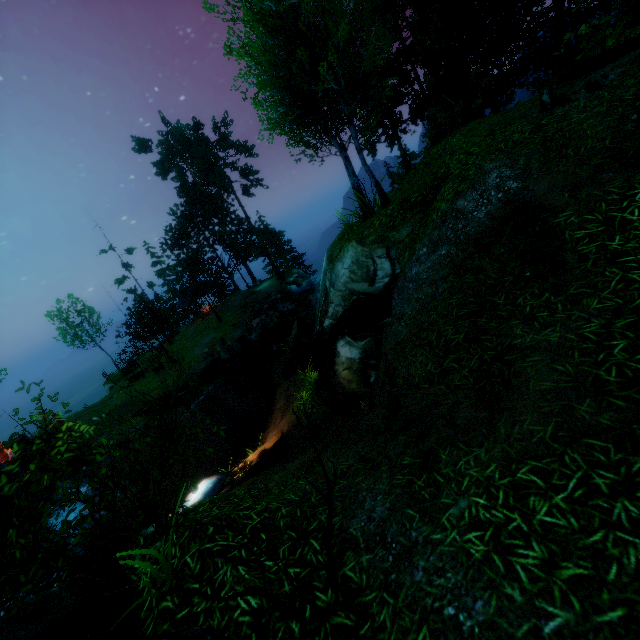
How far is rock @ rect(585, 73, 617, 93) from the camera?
6.3m

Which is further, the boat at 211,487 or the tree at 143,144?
the tree at 143,144

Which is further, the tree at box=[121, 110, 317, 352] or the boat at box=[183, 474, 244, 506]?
the tree at box=[121, 110, 317, 352]

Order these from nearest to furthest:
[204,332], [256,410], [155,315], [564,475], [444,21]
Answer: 1. [564,475]
2. [256,410]
3. [444,21]
4. [155,315]
5. [204,332]

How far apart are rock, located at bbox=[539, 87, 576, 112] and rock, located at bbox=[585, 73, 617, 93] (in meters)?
0.40

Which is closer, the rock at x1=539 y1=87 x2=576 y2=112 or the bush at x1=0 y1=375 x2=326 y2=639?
the bush at x1=0 y1=375 x2=326 y2=639

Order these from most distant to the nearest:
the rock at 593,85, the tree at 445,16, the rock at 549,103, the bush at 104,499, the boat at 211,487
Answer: the boat at 211,487 < the tree at 445,16 < the rock at 549,103 < the rock at 593,85 < the bush at 104,499

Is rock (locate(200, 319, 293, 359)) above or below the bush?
below
